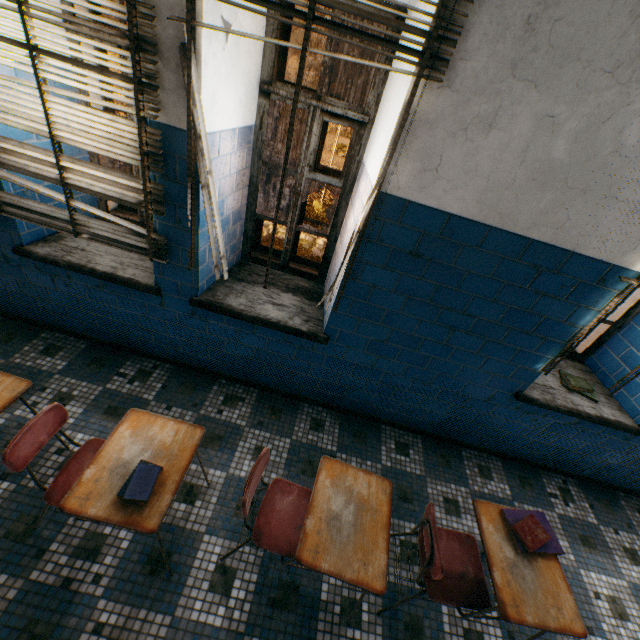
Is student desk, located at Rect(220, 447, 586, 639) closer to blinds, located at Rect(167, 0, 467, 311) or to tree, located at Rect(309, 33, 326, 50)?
blinds, located at Rect(167, 0, 467, 311)

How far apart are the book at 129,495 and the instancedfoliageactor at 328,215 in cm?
856

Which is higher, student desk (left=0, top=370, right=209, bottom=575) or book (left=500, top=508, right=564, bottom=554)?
book (left=500, top=508, right=564, bottom=554)

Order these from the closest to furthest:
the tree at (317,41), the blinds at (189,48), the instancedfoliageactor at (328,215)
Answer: the blinds at (189,48) → the instancedfoliageactor at (328,215) → the tree at (317,41)

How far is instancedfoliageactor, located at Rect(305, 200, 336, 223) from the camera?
9.7 meters

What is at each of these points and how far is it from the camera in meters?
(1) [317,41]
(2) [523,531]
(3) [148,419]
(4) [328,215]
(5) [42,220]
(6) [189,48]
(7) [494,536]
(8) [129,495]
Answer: (1) tree, 24.0 m
(2) book, 1.8 m
(3) student desk, 1.8 m
(4) instancedfoliageactor, 10.5 m
(5) blinds, 2.2 m
(6) blinds, 1.5 m
(7) student desk, 1.8 m
(8) book, 1.5 m

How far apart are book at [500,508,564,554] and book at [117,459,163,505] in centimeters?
198cm

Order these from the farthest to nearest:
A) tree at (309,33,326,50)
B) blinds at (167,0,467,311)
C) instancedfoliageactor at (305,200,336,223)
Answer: tree at (309,33,326,50)
instancedfoliageactor at (305,200,336,223)
blinds at (167,0,467,311)
